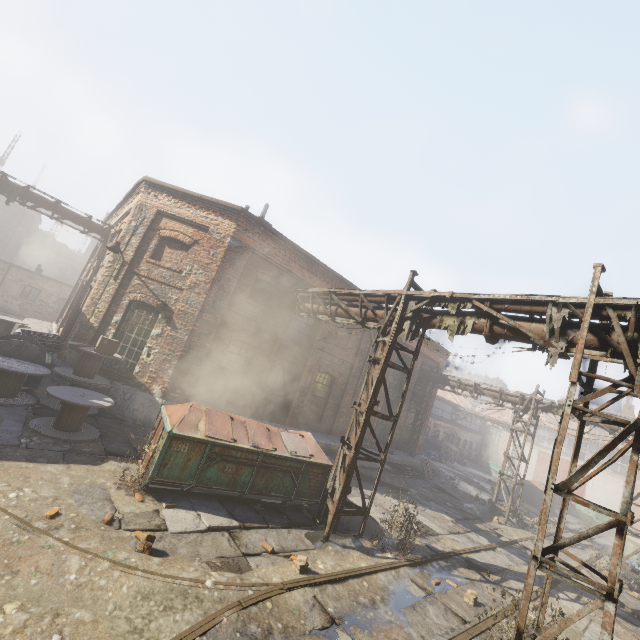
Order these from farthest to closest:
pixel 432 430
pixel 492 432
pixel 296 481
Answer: pixel 492 432
pixel 432 430
pixel 296 481

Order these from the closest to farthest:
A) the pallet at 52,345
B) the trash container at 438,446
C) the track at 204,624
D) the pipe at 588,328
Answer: the track at 204,624 → the pipe at 588,328 → the pallet at 52,345 → the trash container at 438,446

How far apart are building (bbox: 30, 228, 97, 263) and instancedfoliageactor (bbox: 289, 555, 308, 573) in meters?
62.4

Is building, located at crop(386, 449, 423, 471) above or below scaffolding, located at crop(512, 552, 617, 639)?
below

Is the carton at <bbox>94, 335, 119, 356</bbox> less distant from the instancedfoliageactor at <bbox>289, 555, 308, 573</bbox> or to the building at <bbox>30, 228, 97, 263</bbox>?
the instancedfoliageactor at <bbox>289, 555, 308, 573</bbox>

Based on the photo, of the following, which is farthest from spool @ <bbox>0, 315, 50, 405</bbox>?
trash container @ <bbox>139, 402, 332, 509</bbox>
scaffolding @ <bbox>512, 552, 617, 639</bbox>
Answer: scaffolding @ <bbox>512, 552, 617, 639</bbox>

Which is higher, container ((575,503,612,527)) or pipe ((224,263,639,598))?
pipe ((224,263,639,598))

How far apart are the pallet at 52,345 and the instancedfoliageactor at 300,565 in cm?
1193
